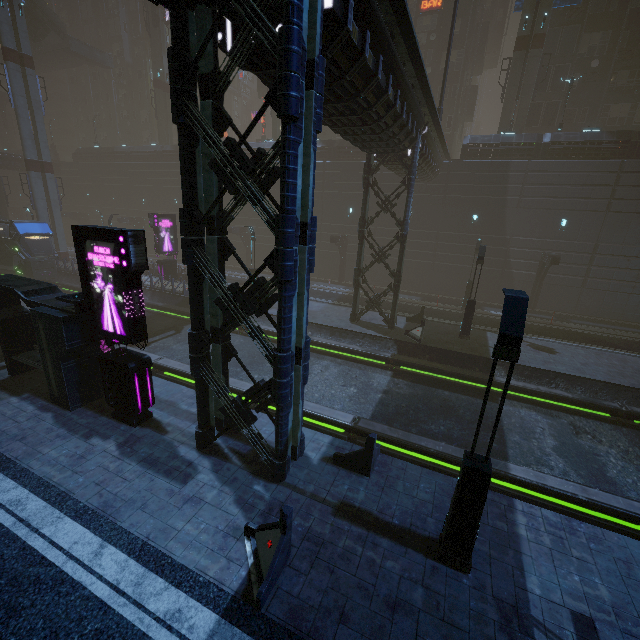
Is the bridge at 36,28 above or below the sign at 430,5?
below

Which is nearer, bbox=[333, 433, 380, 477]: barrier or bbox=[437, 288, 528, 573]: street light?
bbox=[437, 288, 528, 573]: street light

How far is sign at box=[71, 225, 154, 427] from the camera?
8.5m

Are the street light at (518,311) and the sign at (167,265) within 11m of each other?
no

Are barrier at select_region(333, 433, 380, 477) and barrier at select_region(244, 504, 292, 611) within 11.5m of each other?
yes

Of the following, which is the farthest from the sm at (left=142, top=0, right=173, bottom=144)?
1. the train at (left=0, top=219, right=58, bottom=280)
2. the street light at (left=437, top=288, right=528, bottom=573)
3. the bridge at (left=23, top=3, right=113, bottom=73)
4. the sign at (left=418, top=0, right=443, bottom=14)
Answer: the street light at (left=437, top=288, right=528, bottom=573)

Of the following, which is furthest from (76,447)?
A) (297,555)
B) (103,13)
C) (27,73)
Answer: (103,13)

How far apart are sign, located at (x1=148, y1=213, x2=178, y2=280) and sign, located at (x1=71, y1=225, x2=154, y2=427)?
18.1 meters
